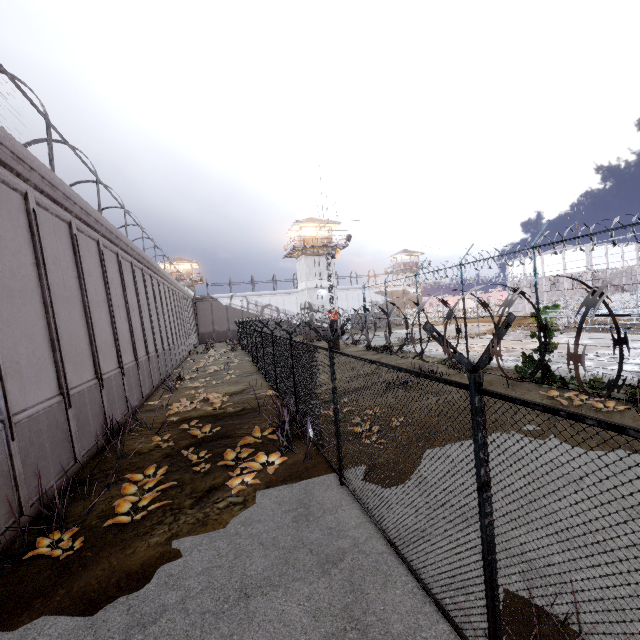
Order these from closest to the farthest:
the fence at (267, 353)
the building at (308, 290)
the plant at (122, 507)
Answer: the fence at (267, 353), the plant at (122, 507), the building at (308, 290)

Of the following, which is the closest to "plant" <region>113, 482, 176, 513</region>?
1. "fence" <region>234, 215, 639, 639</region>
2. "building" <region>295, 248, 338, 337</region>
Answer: "fence" <region>234, 215, 639, 639</region>

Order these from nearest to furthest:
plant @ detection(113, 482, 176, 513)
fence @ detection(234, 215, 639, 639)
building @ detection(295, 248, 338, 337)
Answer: fence @ detection(234, 215, 639, 639) → plant @ detection(113, 482, 176, 513) → building @ detection(295, 248, 338, 337)

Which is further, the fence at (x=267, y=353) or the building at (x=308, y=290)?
the building at (x=308, y=290)

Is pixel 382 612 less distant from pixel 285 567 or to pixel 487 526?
pixel 285 567

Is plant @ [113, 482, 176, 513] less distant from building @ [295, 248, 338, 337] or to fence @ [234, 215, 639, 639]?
fence @ [234, 215, 639, 639]

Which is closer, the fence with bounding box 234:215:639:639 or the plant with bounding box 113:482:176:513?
the fence with bounding box 234:215:639:639
